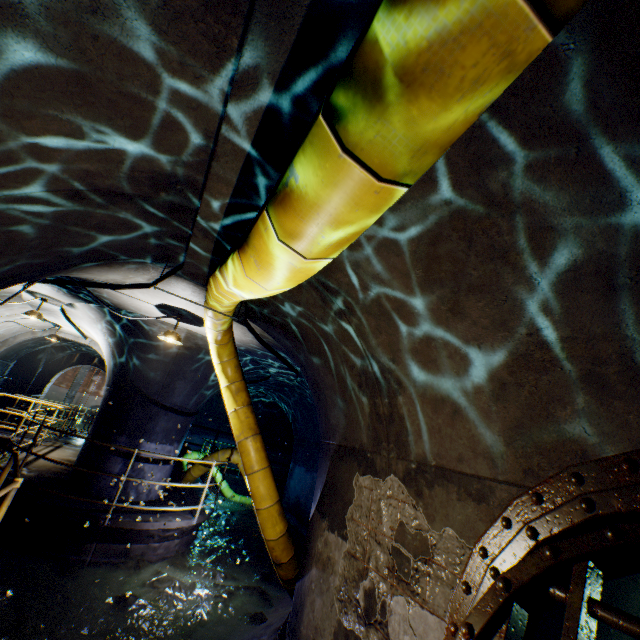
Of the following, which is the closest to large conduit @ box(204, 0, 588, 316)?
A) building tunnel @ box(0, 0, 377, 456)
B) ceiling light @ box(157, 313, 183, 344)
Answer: building tunnel @ box(0, 0, 377, 456)

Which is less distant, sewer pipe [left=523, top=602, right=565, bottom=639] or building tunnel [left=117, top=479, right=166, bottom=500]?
sewer pipe [left=523, top=602, right=565, bottom=639]

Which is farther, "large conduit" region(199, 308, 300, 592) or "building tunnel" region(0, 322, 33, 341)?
"building tunnel" region(0, 322, 33, 341)

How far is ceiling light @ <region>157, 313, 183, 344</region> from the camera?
5.6 meters

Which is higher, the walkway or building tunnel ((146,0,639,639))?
building tunnel ((146,0,639,639))

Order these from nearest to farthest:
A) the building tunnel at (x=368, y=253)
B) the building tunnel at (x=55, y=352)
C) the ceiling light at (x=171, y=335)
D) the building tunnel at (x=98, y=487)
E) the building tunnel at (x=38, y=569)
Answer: the building tunnel at (x=368, y=253) < the building tunnel at (x=38, y=569) < the ceiling light at (x=171, y=335) < the building tunnel at (x=98, y=487) < the building tunnel at (x=55, y=352)

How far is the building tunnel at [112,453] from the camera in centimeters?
727cm

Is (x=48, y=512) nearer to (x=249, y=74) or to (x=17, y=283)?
(x=17, y=283)
